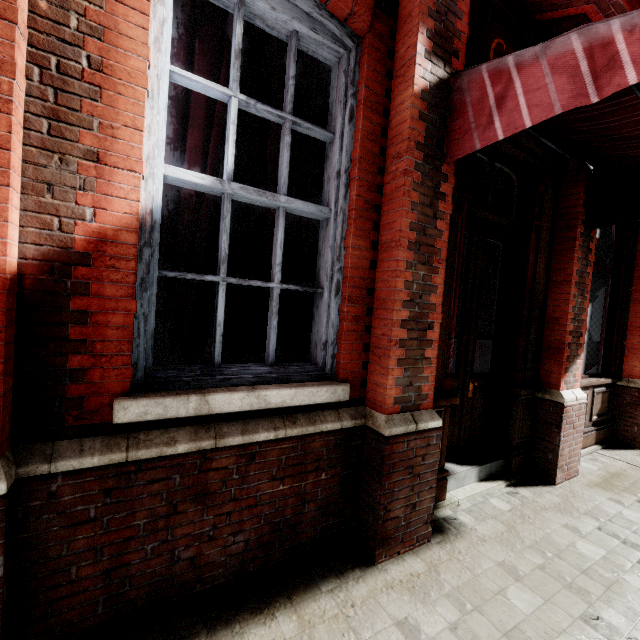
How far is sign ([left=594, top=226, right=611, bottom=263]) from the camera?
4.61m

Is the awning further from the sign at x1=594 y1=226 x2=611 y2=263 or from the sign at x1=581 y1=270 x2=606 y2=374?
the sign at x1=581 y1=270 x2=606 y2=374

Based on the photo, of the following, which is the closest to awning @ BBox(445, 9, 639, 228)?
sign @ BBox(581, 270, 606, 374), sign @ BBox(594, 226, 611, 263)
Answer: sign @ BBox(594, 226, 611, 263)

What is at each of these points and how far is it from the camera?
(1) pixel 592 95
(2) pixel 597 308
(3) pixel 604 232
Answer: (1) awning, 1.6m
(2) sign, 4.8m
(3) sign, 4.7m

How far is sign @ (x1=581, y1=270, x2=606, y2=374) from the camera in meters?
4.7 m

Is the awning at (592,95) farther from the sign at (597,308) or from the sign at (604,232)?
the sign at (597,308)

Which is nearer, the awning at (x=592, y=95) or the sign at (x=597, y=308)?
the awning at (x=592, y=95)
